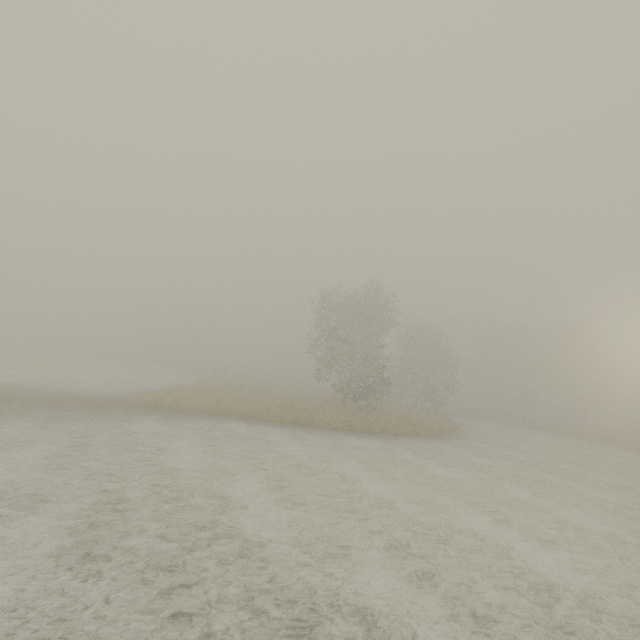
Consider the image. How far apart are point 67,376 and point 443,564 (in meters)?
35.11
